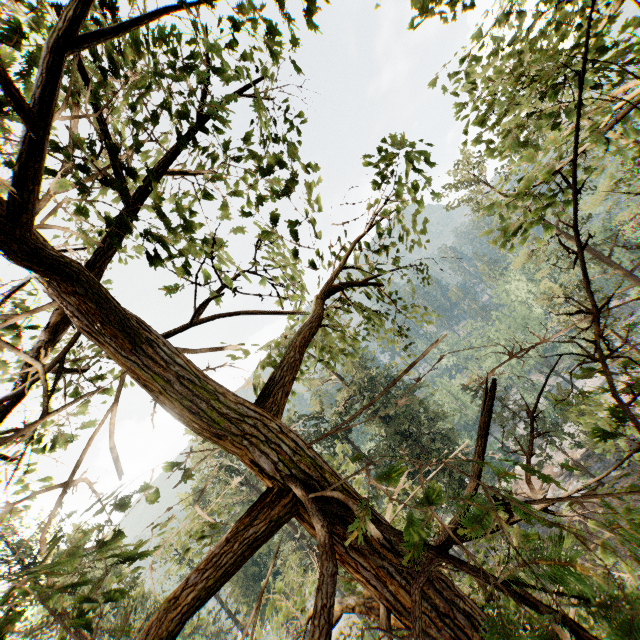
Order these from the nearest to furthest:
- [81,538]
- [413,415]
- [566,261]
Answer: [413,415]
[81,538]
[566,261]

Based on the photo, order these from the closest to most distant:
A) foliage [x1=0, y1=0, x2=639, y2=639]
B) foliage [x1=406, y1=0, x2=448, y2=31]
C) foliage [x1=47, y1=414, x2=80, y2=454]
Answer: foliage [x1=0, y1=0, x2=639, y2=639]
foliage [x1=406, y1=0, x2=448, y2=31]
foliage [x1=47, y1=414, x2=80, y2=454]

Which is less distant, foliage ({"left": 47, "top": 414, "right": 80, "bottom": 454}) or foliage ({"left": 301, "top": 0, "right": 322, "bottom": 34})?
foliage ({"left": 301, "top": 0, "right": 322, "bottom": 34})

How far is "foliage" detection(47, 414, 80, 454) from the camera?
Answer: 4.4m

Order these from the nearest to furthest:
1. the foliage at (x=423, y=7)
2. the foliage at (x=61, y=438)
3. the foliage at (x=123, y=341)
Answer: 1. the foliage at (x=123, y=341)
2. the foliage at (x=423, y=7)
3. the foliage at (x=61, y=438)

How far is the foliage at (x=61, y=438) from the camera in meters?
4.4
